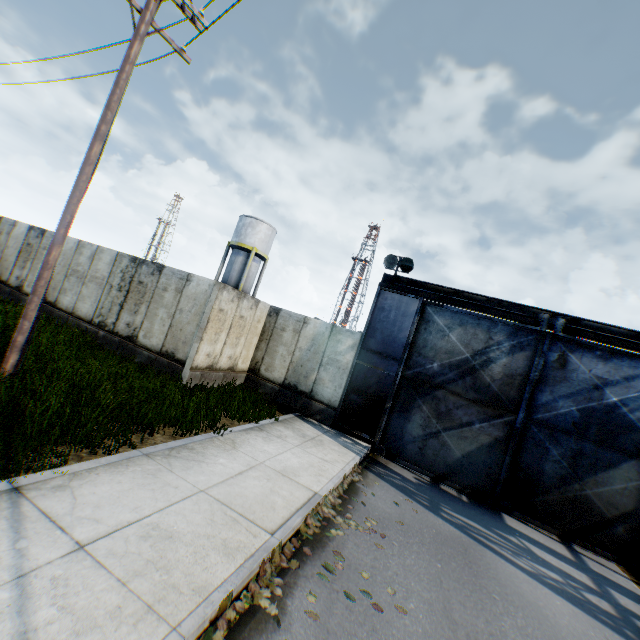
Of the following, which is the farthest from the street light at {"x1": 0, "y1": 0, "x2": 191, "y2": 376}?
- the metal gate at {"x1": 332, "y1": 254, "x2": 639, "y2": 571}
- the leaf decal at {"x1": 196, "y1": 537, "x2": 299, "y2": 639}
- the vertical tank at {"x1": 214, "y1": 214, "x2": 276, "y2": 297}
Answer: the vertical tank at {"x1": 214, "y1": 214, "x2": 276, "y2": 297}

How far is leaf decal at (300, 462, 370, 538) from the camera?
5.44m

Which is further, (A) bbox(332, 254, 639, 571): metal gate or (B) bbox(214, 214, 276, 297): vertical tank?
(B) bbox(214, 214, 276, 297): vertical tank

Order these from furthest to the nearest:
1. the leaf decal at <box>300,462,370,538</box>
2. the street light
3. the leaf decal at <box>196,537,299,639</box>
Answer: the street light < the leaf decal at <box>300,462,370,538</box> < the leaf decal at <box>196,537,299,639</box>

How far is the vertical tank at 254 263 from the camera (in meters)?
32.09

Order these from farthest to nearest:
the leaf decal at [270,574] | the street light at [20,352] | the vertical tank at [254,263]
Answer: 1. the vertical tank at [254,263]
2. the street light at [20,352]
3. the leaf decal at [270,574]

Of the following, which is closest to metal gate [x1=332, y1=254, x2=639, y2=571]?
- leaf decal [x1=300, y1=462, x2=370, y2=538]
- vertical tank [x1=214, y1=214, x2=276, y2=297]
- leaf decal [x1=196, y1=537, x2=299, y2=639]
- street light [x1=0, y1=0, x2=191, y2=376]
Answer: leaf decal [x1=300, y1=462, x2=370, y2=538]

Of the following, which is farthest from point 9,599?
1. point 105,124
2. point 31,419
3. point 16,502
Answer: point 105,124
